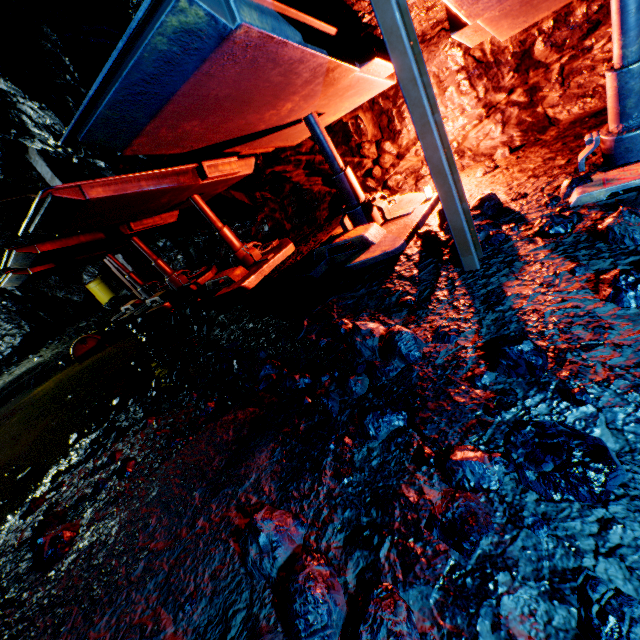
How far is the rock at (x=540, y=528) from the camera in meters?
1.1 m

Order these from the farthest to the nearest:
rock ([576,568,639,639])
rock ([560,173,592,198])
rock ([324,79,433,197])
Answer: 1. rock ([324,79,433,197])
2. rock ([560,173,592,198])
3. rock ([576,568,639,639])

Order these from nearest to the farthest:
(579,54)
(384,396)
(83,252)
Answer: (384,396), (579,54), (83,252)

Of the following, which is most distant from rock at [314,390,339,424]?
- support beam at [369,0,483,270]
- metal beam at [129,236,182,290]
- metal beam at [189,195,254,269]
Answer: metal beam at [129,236,182,290]

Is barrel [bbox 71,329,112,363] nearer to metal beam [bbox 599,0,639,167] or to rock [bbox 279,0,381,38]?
rock [bbox 279,0,381,38]

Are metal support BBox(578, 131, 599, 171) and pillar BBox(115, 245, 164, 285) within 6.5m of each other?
no
